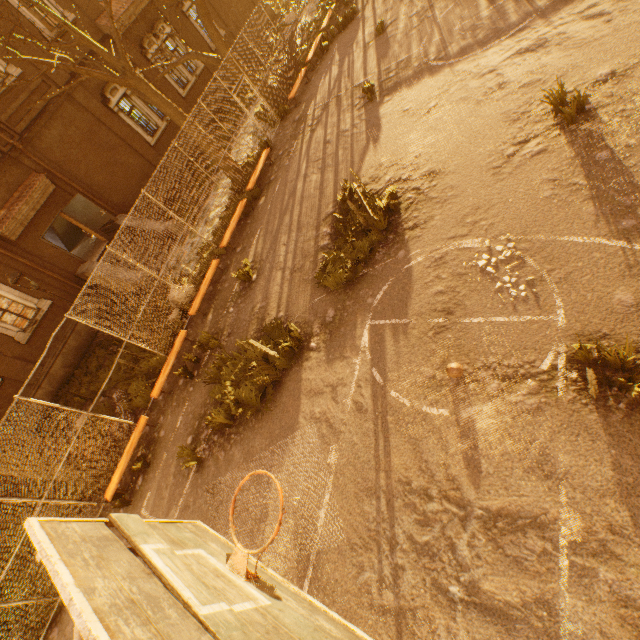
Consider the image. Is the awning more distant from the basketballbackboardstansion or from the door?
the basketballbackboardstansion

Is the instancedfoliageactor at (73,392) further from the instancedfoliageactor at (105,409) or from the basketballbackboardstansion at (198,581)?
the basketballbackboardstansion at (198,581)

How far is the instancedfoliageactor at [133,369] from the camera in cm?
939

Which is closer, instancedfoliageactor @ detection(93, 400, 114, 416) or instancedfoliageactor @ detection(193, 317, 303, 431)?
instancedfoliageactor @ detection(193, 317, 303, 431)

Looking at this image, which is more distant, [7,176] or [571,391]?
[7,176]

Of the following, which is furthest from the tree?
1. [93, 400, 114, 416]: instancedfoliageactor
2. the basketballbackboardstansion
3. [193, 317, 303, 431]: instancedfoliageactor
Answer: [193, 317, 303, 431]: instancedfoliageactor

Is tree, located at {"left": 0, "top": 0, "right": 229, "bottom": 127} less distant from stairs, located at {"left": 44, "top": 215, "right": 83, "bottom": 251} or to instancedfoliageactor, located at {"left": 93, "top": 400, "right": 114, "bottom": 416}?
instancedfoliageactor, located at {"left": 93, "top": 400, "right": 114, "bottom": 416}

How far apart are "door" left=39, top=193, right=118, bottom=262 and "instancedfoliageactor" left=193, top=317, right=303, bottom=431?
11.4m
